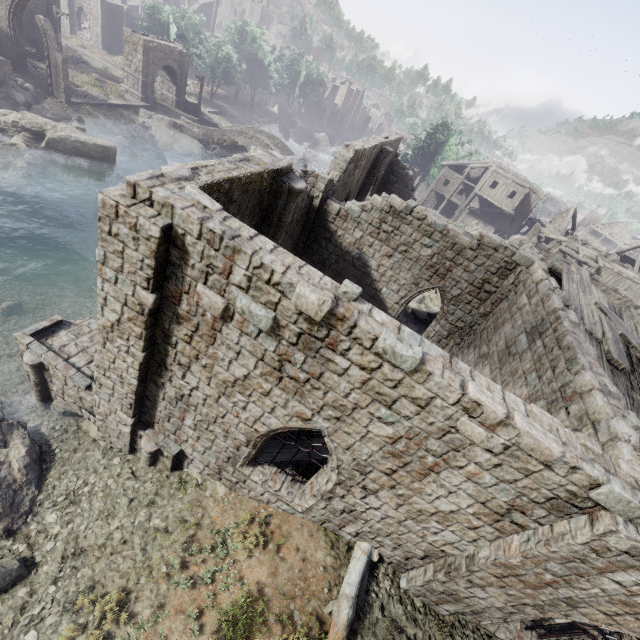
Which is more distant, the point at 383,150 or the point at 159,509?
the point at 383,150

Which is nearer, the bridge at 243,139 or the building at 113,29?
the building at 113,29

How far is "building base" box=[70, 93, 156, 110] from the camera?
31.2 meters

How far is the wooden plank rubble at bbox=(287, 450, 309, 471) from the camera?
9.0m

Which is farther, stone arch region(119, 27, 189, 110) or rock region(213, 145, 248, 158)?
rock region(213, 145, 248, 158)

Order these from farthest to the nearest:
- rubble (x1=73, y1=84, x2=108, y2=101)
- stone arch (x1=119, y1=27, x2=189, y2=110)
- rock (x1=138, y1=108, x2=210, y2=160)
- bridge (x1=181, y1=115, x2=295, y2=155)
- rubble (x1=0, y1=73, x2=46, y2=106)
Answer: bridge (x1=181, y1=115, x2=295, y2=155) < rock (x1=138, y1=108, x2=210, y2=160) < stone arch (x1=119, y1=27, x2=189, y2=110) < rubble (x1=73, y1=84, x2=108, y2=101) < rubble (x1=0, y1=73, x2=46, y2=106)

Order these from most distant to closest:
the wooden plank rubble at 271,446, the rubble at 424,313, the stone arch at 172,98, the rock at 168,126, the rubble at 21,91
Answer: the rock at 168,126 → the stone arch at 172,98 → the rubble at 21,91 → the rubble at 424,313 → the wooden plank rubble at 271,446

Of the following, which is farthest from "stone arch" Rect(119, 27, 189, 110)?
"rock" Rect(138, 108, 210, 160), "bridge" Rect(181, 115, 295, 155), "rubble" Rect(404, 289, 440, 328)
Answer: "rubble" Rect(404, 289, 440, 328)
